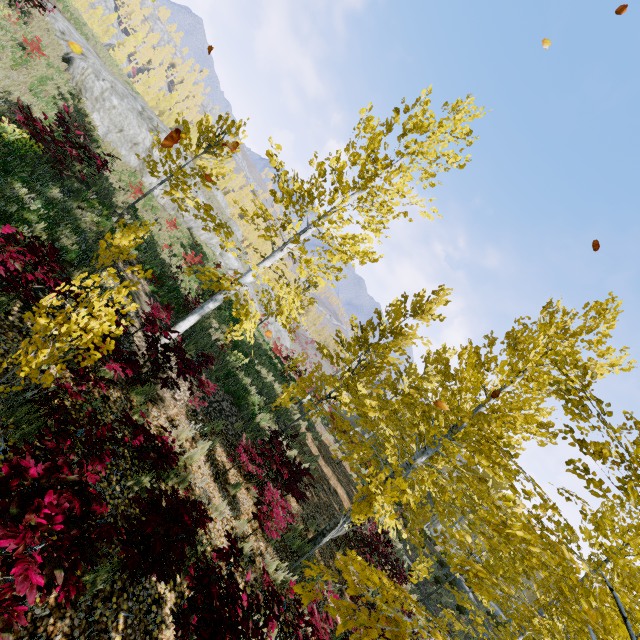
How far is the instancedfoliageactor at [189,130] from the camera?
10.8 meters

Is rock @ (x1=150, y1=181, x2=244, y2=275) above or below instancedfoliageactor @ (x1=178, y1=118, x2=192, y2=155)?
below

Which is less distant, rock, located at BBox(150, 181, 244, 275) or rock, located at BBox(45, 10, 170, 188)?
rock, located at BBox(45, 10, 170, 188)

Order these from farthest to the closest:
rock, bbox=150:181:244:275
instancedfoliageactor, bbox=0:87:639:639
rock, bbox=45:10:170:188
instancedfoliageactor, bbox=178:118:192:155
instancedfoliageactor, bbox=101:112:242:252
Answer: rock, bbox=150:181:244:275 < rock, bbox=45:10:170:188 < instancedfoliageactor, bbox=178:118:192:155 < instancedfoliageactor, bbox=101:112:242:252 < instancedfoliageactor, bbox=0:87:639:639

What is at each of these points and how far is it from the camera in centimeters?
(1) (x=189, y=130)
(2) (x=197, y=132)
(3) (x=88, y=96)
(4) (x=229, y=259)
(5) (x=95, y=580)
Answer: (1) instancedfoliageactor, 1072cm
(2) instancedfoliageactor, 1187cm
(3) rock, 1650cm
(4) rock, 3491cm
(5) instancedfoliageactor, 351cm

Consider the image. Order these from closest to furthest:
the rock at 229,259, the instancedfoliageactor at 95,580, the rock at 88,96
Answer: the instancedfoliageactor at 95,580 < the rock at 88,96 < the rock at 229,259

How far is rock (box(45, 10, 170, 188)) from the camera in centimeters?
1633cm

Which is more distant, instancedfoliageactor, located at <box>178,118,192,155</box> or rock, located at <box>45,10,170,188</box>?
rock, located at <box>45,10,170,188</box>
